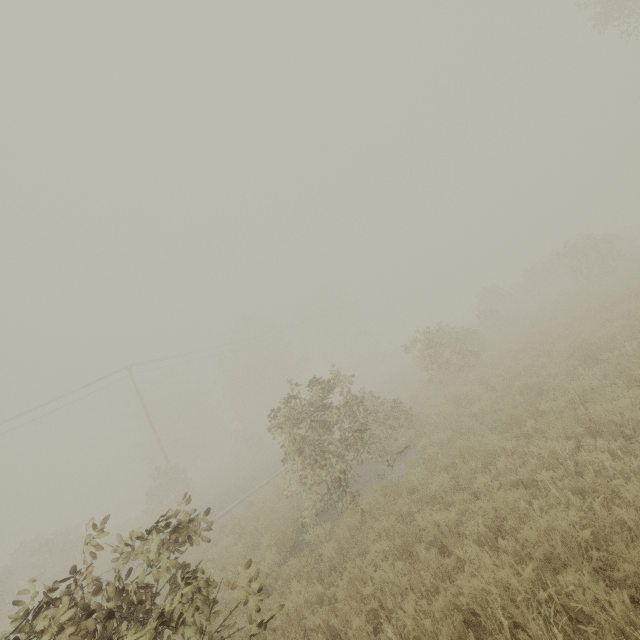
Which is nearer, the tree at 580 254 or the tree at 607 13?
the tree at 607 13

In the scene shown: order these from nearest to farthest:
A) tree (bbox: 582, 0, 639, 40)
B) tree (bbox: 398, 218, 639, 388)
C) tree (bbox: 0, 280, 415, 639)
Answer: tree (bbox: 0, 280, 415, 639), tree (bbox: 582, 0, 639, 40), tree (bbox: 398, 218, 639, 388)

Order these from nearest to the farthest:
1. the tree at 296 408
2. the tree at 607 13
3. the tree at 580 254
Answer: the tree at 296 408 < the tree at 607 13 < the tree at 580 254

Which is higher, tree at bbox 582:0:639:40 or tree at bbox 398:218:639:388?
tree at bbox 582:0:639:40

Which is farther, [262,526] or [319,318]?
[319,318]

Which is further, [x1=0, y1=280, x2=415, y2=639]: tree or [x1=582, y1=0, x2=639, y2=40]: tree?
[x1=582, y1=0, x2=639, y2=40]: tree
